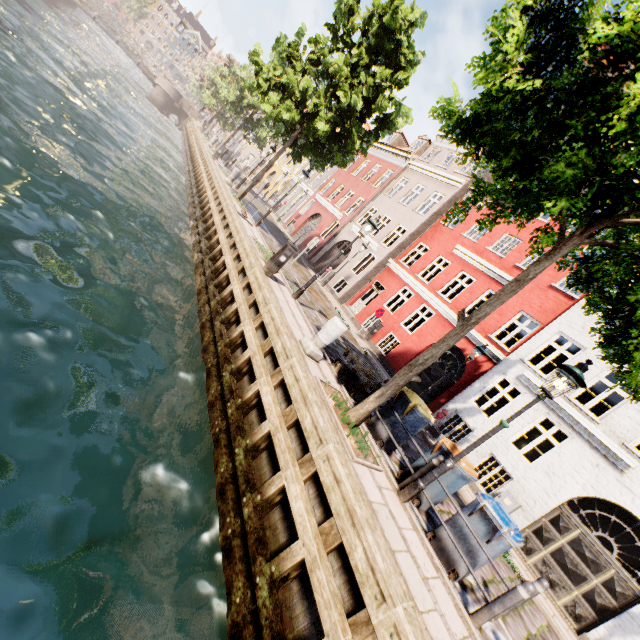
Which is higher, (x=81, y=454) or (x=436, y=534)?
(x=436, y=534)

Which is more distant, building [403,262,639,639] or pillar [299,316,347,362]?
building [403,262,639,639]

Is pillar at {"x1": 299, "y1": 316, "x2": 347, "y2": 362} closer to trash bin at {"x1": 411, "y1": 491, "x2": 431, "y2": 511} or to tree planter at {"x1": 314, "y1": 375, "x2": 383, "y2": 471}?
tree planter at {"x1": 314, "y1": 375, "x2": 383, "y2": 471}

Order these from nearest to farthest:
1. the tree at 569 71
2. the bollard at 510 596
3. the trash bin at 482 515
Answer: the tree at 569 71 → the bollard at 510 596 → the trash bin at 482 515

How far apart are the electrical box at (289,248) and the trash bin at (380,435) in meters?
5.1

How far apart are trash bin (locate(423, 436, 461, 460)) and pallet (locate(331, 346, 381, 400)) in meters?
2.0

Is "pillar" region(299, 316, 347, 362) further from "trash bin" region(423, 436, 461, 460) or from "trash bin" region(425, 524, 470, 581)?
"trash bin" region(425, 524, 470, 581)

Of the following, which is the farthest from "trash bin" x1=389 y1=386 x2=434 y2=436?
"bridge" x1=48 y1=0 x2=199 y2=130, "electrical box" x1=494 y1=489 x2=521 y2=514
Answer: "bridge" x1=48 y1=0 x2=199 y2=130
